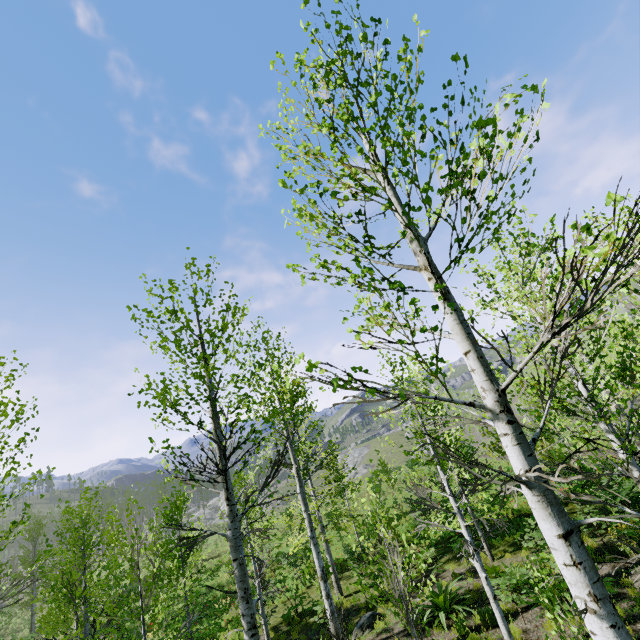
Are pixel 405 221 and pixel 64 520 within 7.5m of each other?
no

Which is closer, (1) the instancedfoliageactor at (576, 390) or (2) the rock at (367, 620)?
(1) the instancedfoliageactor at (576, 390)

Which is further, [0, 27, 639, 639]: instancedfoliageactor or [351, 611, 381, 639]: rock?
[351, 611, 381, 639]: rock

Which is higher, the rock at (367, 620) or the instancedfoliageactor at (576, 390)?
the instancedfoliageactor at (576, 390)

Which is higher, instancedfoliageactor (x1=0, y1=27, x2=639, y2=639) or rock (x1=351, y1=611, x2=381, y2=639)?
instancedfoliageactor (x1=0, y1=27, x2=639, y2=639)
